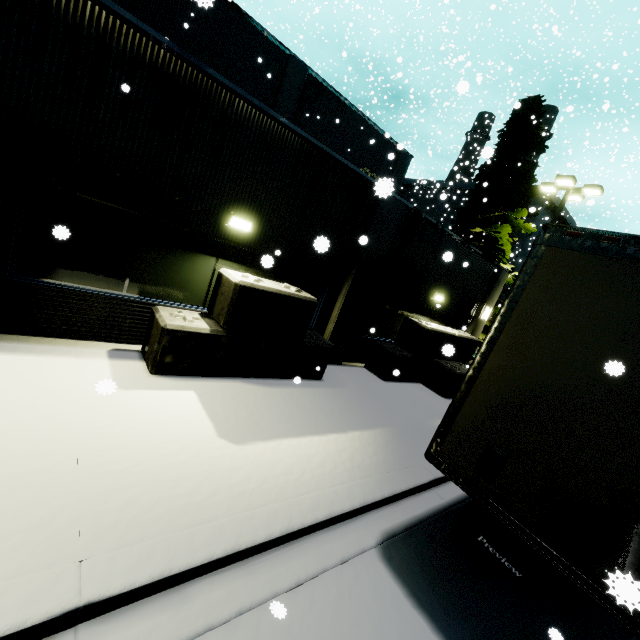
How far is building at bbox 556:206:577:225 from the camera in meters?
32.5 m

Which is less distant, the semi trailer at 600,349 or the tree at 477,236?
the semi trailer at 600,349

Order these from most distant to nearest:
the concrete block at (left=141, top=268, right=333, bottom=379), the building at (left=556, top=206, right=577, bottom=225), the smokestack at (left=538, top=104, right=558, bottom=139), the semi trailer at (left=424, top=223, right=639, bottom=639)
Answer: the smokestack at (left=538, top=104, right=558, bottom=139), the building at (left=556, top=206, right=577, bottom=225), the concrete block at (left=141, top=268, right=333, bottom=379), the semi trailer at (left=424, top=223, right=639, bottom=639)

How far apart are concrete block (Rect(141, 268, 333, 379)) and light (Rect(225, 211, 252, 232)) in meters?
0.8

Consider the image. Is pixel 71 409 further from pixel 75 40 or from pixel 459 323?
pixel 459 323

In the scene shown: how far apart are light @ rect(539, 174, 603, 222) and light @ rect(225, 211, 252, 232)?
14.56m

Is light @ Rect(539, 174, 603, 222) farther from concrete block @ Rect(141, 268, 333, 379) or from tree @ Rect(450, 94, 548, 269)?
concrete block @ Rect(141, 268, 333, 379)

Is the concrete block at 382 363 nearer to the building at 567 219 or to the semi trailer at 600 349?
the building at 567 219
